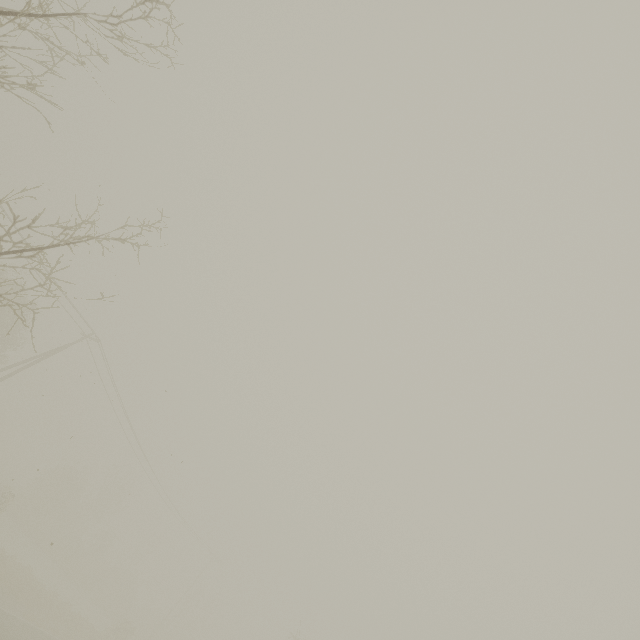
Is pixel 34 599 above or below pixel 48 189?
below
